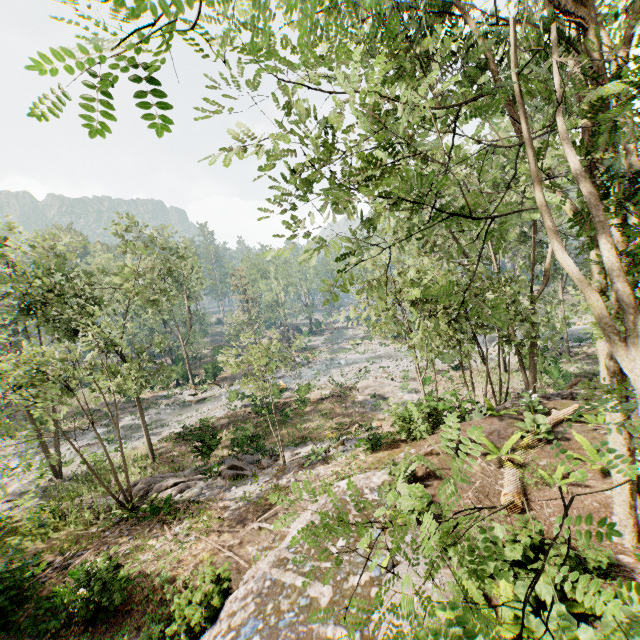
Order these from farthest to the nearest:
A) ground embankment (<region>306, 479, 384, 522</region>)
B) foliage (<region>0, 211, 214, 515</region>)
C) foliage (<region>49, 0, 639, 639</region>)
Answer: foliage (<region>0, 211, 214, 515</region>), ground embankment (<region>306, 479, 384, 522</region>), foliage (<region>49, 0, 639, 639</region>)

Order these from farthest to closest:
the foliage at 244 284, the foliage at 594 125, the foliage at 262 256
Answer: the foliage at 244 284 < the foliage at 262 256 < the foliage at 594 125

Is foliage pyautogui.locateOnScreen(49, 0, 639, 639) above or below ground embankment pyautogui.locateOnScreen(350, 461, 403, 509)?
above

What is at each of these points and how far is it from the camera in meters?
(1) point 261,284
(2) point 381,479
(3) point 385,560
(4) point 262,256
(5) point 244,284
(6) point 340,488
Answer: (1) foliage, 56.8 m
(2) ground embankment, 10.8 m
(3) ground embankment, 7.4 m
(4) foliage, 56.2 m
(5) foliage, 54.8 m
(6) ground embankment, 10.7 m

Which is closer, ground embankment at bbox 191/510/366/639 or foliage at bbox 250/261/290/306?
ground embankment at bbox 191/510/366/639

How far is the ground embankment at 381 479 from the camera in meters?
9.4 m
